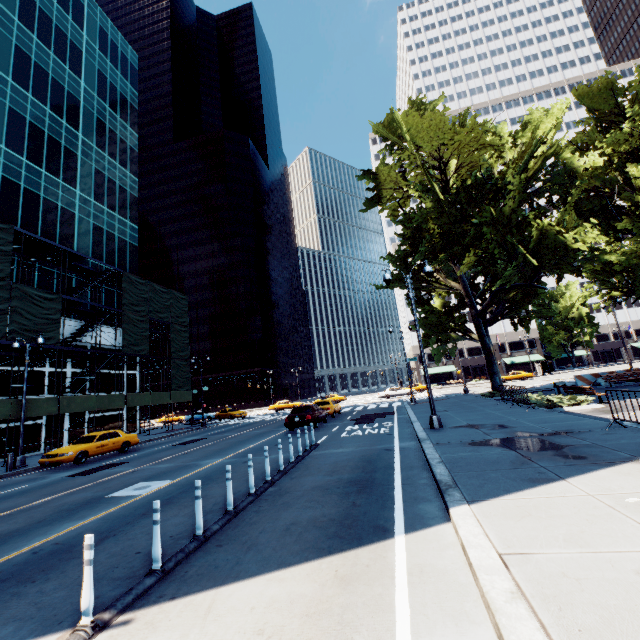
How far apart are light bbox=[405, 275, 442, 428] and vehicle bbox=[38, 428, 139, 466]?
18.1m

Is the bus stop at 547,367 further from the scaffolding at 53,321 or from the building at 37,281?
the building at 37,281

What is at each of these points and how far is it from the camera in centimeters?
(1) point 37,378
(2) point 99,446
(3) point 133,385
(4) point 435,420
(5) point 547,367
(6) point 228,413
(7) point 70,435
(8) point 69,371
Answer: (1) building, 2556cm
(2) vehicle, 1845cm
(3) building, 3484cm
(4) light, 1345cm
(5) bus stop, 5806cm
(6) vehicle, 4012cm
(7) building, 2736cm
(8) building, 2817cm

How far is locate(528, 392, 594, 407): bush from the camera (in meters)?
15.17

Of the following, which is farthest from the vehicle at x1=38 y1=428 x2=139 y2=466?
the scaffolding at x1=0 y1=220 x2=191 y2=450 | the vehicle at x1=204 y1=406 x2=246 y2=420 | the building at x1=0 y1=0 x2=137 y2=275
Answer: the vehicle at x1=204 y1=406 x2=246 y2=420

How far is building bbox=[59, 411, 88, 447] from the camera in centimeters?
2675cm

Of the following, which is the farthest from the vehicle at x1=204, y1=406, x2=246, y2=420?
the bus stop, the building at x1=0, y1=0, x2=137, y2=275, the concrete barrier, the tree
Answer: the bus stop

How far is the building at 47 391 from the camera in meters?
24.8 m
